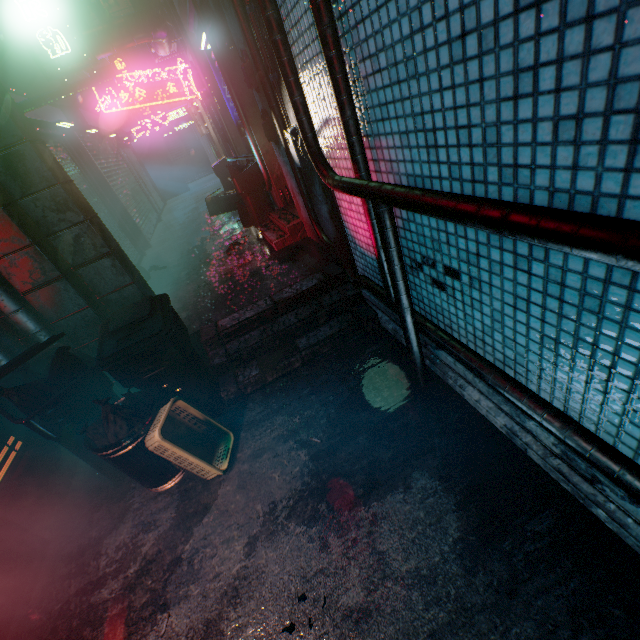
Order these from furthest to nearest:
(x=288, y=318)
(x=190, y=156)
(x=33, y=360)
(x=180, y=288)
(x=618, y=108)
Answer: (x=190, y=156), (x=180, y=288), (x=288, y=318), (x=33, y=360), (x=618, y=108)

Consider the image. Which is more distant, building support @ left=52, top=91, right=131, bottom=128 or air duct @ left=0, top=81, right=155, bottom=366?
building support @ left=52, top=91, right=131, bottom=128

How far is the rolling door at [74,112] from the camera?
5.36m

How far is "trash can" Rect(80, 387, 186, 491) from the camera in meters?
2.0

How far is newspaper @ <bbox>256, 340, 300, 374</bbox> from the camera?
2.84m

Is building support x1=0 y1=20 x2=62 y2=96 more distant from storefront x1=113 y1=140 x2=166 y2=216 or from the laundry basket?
the laundry basket

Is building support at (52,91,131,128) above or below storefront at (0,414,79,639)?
above

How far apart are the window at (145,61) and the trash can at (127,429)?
17.48m
